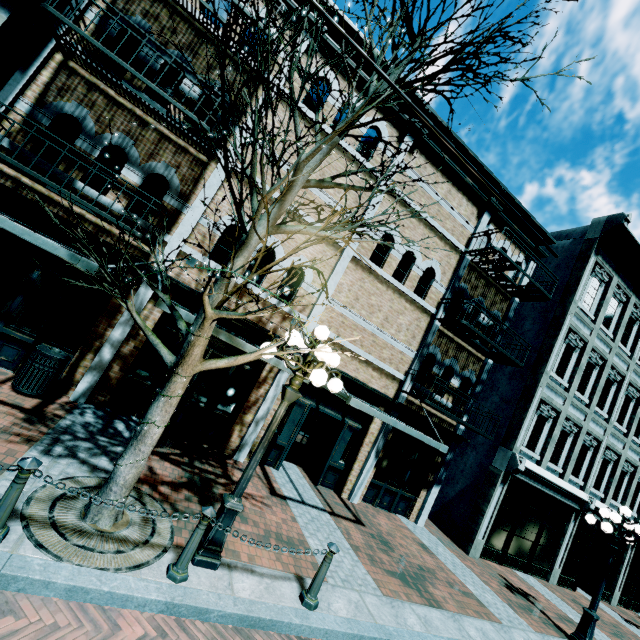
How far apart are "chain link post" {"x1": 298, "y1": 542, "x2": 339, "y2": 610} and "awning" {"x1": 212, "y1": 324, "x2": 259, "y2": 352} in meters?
2.6

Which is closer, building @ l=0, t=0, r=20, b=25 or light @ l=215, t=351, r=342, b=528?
light @ l=215, t=351, r=342, b=528

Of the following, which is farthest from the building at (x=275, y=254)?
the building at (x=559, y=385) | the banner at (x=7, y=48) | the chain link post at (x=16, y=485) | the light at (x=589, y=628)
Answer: the chain link post at (x=16, y=485)

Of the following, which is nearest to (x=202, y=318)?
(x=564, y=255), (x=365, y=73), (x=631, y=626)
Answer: (x=365, y=73)

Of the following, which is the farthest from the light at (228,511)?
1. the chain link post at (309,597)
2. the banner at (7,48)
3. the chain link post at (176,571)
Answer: the banner at (7,48)

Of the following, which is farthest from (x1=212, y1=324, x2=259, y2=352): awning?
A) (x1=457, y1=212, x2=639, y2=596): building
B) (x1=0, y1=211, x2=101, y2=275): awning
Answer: (x1=457, y1=212, x2=639, y2=596): building

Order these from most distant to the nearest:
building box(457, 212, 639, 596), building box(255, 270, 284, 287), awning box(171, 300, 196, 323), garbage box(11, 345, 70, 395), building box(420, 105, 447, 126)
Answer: building box(457, 212, 639, 596), building box(420, 105, 447, 126), building box(255, 270, 284, 287), garbage box(11, 345, 70, 395), awning box(171, 300, 196, 323)

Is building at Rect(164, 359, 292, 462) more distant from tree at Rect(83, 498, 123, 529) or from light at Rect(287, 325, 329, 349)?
light at Rect(287, 325, 329, 349)
